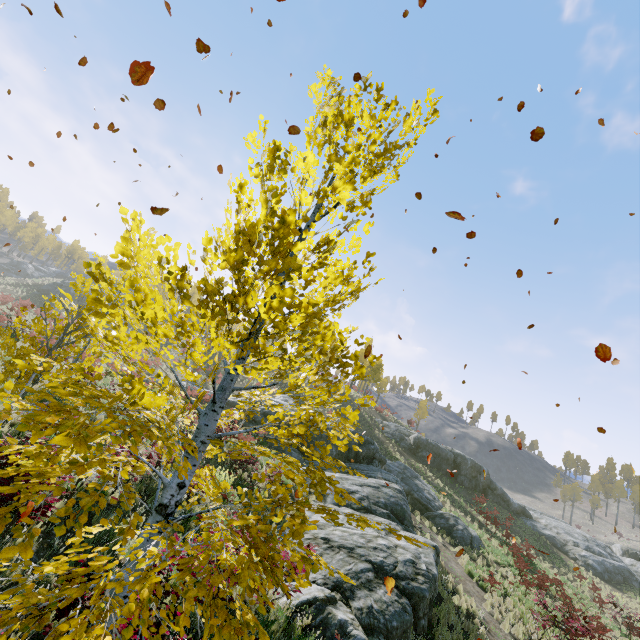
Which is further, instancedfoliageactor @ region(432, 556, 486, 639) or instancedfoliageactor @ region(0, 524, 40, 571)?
instancedfoliageactor @ region(432, 556, 486, 639)

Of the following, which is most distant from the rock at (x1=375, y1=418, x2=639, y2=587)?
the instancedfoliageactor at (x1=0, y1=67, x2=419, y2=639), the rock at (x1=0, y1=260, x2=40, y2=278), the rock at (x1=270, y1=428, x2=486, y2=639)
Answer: the rock at (x1=0, y1=260, x2=40, y2=278)

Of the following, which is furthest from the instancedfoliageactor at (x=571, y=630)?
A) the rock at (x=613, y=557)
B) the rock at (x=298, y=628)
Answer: the rock at (x=613, y=557)

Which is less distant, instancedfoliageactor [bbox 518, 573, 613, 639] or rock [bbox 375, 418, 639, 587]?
instancedfoliageactor [bbox 518, 573, 613, 639]

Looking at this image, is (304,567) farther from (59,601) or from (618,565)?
(618,565)

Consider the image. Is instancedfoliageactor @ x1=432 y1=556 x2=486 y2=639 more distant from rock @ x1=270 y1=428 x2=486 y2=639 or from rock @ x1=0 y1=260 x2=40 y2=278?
rock @ x1=0 y1=260 x2=40 y2=278

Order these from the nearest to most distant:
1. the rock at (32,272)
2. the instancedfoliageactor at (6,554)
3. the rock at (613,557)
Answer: the instancedfoliageactor at (6,554)
the rock at (613,557)
the rock at (32,272)

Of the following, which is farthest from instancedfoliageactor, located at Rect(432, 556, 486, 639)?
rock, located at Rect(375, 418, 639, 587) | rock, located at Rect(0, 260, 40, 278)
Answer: rock, located at Rect(0, 260, 40, 278)
